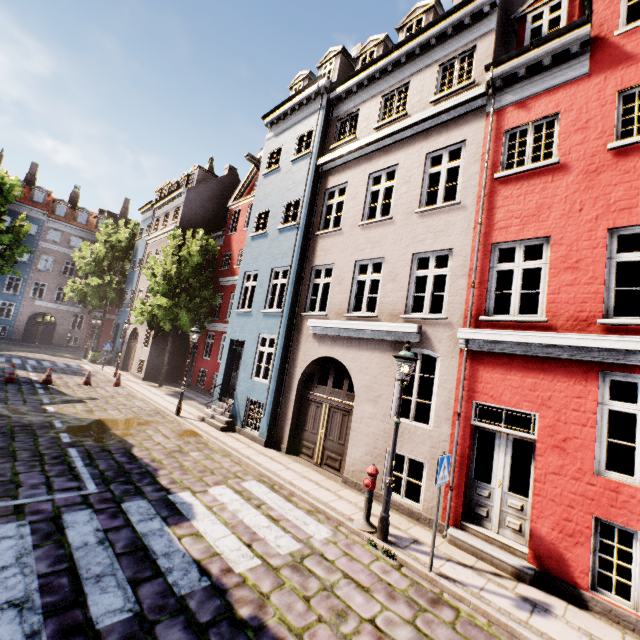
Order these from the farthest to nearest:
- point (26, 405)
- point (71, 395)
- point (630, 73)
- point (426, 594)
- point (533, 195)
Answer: point (71, 395) < point (26, 405) < point (533, 195) < point (630, 73) < point (426, 594)

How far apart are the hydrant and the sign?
1.46m

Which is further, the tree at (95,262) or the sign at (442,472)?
the tree at (95,262)

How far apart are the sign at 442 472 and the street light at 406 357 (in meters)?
0.98

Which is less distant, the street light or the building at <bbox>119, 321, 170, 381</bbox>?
the street light

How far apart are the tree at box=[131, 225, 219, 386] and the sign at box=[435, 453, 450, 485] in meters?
18.7 m

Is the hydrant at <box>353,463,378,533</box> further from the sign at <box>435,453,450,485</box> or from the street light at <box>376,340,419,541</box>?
the sign at <box>435,453,450,485</box>

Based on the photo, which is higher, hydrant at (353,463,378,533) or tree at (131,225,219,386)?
tree at (131,225,219,386)
